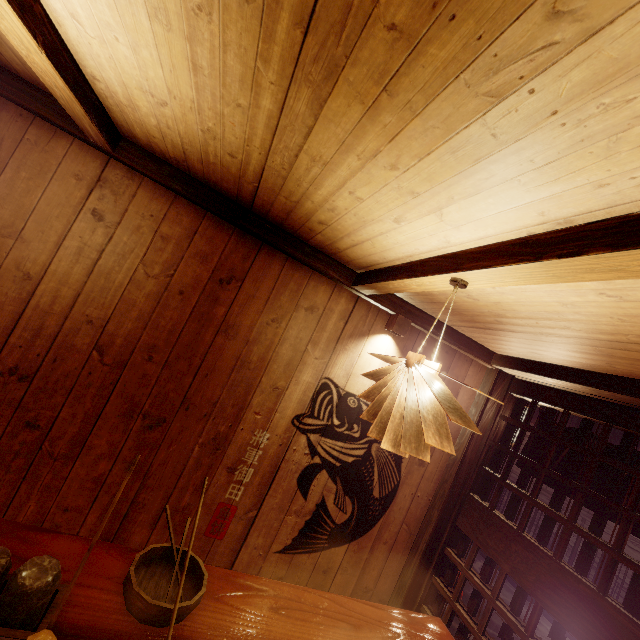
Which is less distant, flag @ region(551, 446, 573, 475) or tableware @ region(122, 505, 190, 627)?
tableware @ region(122, 505, 190, 627)

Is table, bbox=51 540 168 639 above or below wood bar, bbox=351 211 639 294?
below

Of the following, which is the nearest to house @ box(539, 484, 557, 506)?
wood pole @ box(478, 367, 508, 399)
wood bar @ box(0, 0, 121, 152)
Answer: wood pole @ box(478, 367, 508, 399)

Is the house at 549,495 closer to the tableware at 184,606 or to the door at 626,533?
the door at 626,533

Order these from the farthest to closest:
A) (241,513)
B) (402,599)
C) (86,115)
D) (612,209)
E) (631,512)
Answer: (402,599), (241,513), (631,512), (86,115), (612,209)

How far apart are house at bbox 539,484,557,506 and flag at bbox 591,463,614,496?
8.7 meters

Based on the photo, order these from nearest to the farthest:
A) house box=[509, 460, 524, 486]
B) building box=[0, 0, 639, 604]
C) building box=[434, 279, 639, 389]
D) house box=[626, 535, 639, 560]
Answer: building box=[0, 0, 639, 604] < building box=[434, 279, 639, 389] < house box=[626, 535, 639, 560] < house box=[509, 460, 524, 486]

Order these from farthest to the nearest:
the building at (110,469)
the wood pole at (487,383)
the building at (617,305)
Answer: the wood pole at (487,383)
the building at (617,305)
the building at (110,469)
